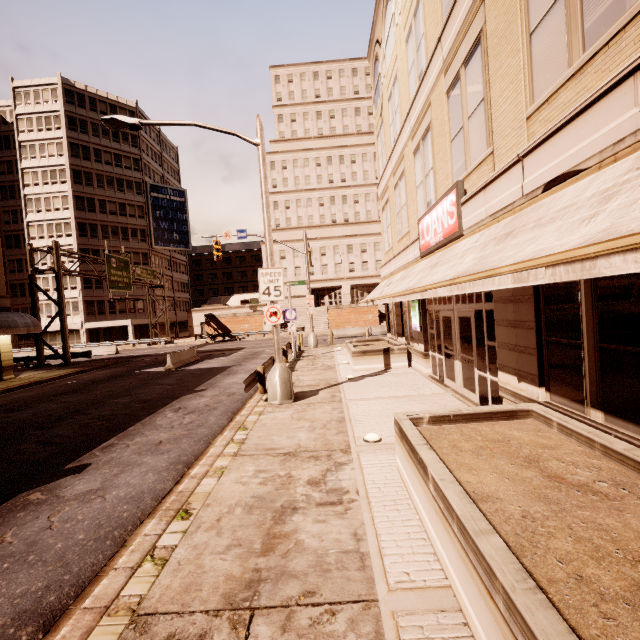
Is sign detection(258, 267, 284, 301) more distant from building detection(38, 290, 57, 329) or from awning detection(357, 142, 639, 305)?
building detection(38, 290, 57, 329)

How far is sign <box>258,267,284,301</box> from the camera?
10.43m

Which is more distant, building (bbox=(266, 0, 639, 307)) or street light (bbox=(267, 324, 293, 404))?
street light (bbox=(267, 324, 293, 404))

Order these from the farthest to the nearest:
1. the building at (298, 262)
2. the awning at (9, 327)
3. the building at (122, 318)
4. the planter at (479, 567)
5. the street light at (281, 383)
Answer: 1. the building at (298, 262)
2. the building at (122, 318)
3. the awning at (9, 327)
4. the street light at (281, 383)
5. the planter at (479, 567)

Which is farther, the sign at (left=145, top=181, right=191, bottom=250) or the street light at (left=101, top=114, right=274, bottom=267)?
the sign at (left=145, top=181, right=191, bottom=250)

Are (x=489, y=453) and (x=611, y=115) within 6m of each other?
yes

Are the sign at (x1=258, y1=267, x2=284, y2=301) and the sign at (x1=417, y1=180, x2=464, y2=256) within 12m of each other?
yes

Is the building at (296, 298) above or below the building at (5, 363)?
above
